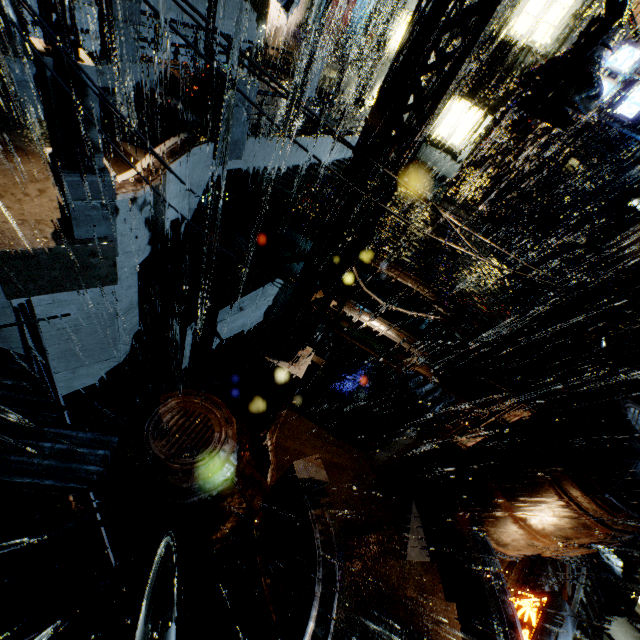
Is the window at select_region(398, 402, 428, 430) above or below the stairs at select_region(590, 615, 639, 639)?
above

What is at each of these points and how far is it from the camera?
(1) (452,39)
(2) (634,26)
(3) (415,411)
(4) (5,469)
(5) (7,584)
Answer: (1) building, 18.36m
(2) building, 16.97m
(3) window, 16.70m
(4) scaffolding, 3.62m
(5) building vent, 11.13m

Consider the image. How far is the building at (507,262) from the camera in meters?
13.8

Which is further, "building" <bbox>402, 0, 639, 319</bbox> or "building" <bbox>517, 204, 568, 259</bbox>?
"building" <bbox>517, 204, 568, 259</bbox>

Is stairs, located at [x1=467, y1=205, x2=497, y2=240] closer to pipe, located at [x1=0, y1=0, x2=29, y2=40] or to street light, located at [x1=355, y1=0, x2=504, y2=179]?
street light, located at [x1=355, y1=0, x2=504, y2=179]

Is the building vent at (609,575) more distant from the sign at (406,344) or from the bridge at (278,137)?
the bridge at (278,137)

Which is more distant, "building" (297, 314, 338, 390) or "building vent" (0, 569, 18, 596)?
"building" (297, 314, 338, 390)

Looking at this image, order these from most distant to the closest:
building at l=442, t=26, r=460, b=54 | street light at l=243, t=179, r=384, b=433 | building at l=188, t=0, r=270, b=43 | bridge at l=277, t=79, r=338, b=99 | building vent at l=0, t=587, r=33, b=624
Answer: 1. building at l=442, t=26, r=460, b=54
2. bridge at l=277, t=79, r=338, b=99
3. building at l=188, t=0, r=270, b=43
4. building vent at l=0, t=587, r=33, b=624
5. street light at l=243, t=179, r=384, b=433
